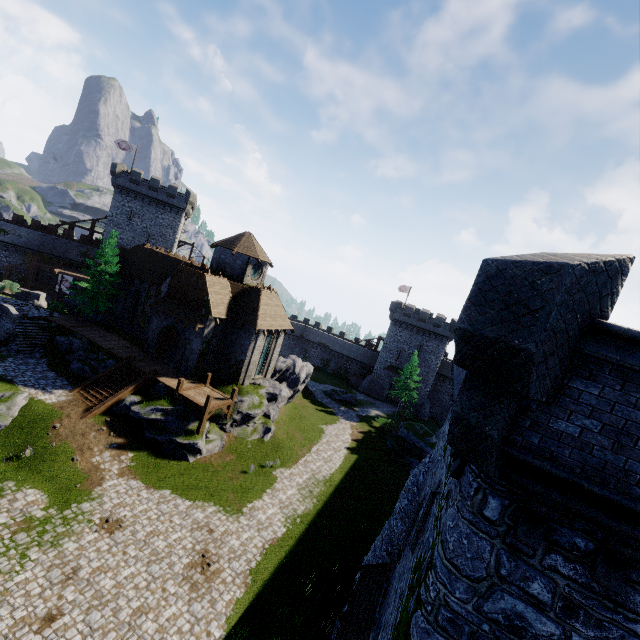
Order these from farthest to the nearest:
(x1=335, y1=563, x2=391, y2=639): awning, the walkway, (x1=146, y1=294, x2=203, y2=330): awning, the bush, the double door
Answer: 1. the bush
2. the double door
3. (x1=146, y1=294, x2=203, y2=330): awning
4. the walkway
5. (x1=335, y1=563, x2=391, y2=639): awning

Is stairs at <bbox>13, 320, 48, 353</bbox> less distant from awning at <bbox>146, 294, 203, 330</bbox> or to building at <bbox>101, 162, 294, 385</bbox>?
building at <bbox>101, 162, 294, 385</bbox>

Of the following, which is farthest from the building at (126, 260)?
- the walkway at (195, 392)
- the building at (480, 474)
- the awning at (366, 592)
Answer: the awning at (366, 592)

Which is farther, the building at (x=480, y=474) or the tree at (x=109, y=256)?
the tree at (x=109, y=256)

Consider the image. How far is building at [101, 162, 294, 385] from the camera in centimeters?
2819cm

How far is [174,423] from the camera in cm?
2384

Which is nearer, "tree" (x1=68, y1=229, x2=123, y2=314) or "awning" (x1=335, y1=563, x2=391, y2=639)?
"awning" (x1=335, y1=563, x2=391, y2=639)

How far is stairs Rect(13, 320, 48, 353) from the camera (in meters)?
27.11
